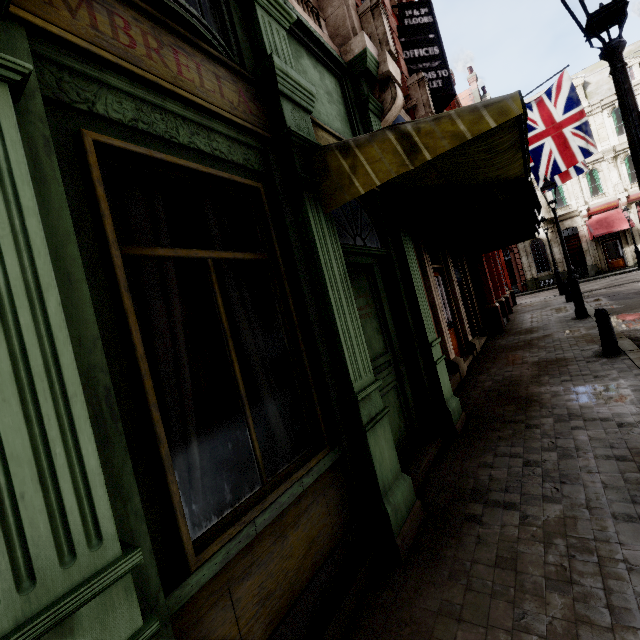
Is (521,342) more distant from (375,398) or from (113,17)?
(113,17)

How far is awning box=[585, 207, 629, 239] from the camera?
25.5m

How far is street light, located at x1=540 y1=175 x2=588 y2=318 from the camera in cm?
1056

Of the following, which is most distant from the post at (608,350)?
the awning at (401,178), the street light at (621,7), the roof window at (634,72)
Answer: the roof window at (634,72)

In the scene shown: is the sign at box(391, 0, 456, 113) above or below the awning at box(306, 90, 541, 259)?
above

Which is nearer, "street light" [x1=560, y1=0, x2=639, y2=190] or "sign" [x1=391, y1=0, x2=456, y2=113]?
"street light" [x1=560, y1=0, x2=639, y2=190]

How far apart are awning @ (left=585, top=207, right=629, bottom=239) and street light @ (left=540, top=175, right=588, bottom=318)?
21.15m

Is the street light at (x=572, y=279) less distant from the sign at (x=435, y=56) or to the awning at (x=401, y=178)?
the sign at (x=435, y=56)
